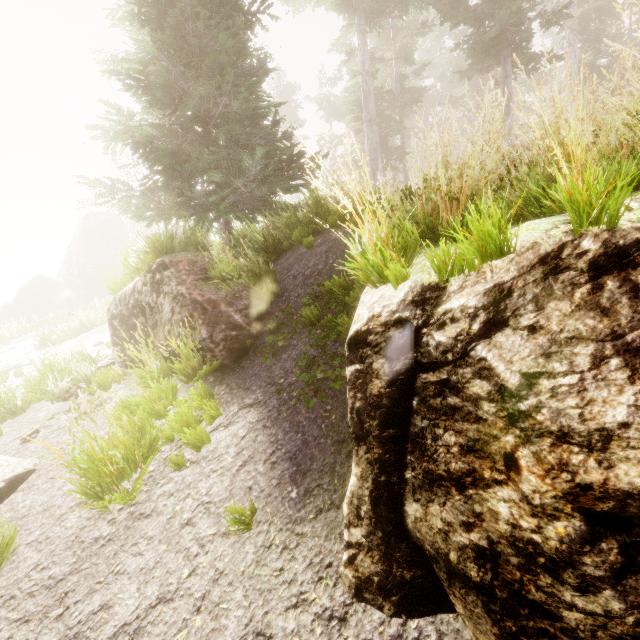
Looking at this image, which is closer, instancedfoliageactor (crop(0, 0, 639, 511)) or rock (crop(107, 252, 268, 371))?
instancedfoliageactor (crop(0, 0, 639, 511))

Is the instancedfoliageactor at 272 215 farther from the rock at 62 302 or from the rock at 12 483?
the rock at 12 483

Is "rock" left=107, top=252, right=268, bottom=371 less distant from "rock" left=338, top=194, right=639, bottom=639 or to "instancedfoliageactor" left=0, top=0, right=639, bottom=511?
"instancedfoliageactor" left=0, top=0, right=639, bottom=511

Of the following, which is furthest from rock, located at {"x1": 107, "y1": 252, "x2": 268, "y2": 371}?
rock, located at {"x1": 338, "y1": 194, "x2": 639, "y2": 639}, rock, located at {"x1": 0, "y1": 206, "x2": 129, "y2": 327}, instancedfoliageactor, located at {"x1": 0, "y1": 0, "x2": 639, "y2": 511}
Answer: rock, located at {"x1": 0, "y1": 206, "x2": 129, "y2": 327}

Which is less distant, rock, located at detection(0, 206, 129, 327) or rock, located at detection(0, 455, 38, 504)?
rock, located at detection(0, 455, 38, 504)

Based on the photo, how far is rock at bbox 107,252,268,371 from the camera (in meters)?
5.24

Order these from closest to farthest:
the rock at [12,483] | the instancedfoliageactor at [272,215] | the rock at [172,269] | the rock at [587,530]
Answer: the rock at [587,530] < the instancedfoliageactor at [272,215] < the rock at [12,483] < the rock at [172,269]

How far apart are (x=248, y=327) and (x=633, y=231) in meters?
4.8 m
